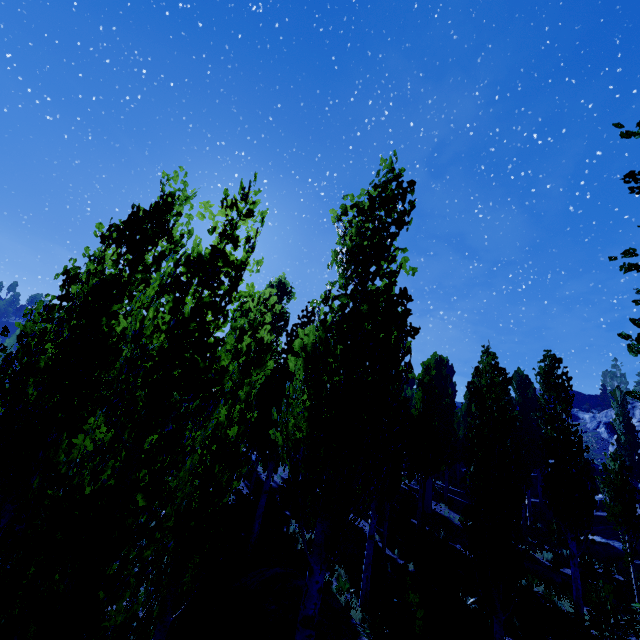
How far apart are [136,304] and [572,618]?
18.11m

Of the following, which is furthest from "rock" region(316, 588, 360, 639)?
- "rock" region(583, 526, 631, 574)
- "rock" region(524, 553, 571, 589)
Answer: "rock" region(583, 526, 631, 574)

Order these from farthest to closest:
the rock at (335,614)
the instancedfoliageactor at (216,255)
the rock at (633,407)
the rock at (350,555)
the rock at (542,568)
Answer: the rock at (633,407) → the rock at (542,568) → the rock at (350,555) → the rock at (335,614) → the instancedfoliageactor at (216,255)

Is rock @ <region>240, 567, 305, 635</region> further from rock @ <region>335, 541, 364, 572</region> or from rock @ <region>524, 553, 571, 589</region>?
rock @ <region>524, 553, 571, 589</region>

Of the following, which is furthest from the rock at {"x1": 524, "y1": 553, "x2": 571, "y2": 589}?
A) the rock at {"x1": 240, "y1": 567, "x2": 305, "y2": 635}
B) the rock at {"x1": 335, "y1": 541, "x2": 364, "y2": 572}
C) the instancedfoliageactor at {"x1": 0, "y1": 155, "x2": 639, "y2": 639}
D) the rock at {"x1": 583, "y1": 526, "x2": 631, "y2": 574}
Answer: the rock at {"x1": 240, "y1": 567, "x2": 305, "y2": 635}

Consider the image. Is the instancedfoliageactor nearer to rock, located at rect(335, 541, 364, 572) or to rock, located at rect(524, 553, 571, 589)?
rock, located at rect(524, 553, 571, 589)

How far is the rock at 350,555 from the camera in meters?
13.0

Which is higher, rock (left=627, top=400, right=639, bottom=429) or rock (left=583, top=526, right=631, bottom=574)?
rock (left=627, top=400, right=639, bottom=429)
